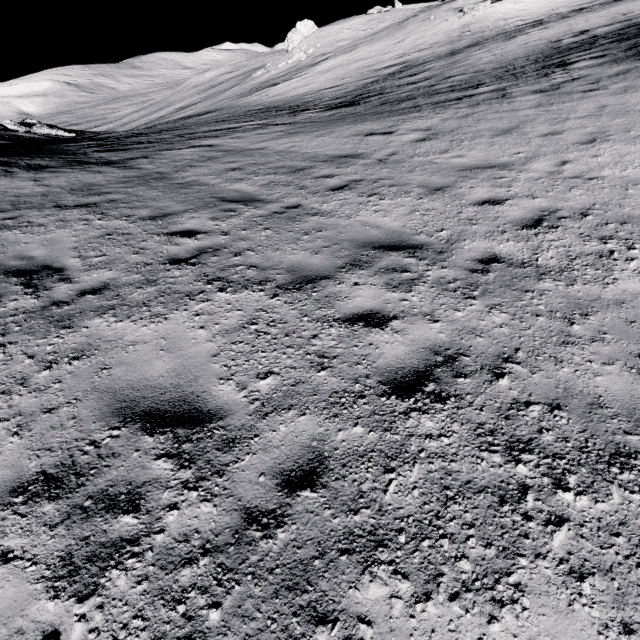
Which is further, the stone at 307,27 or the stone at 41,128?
the stone at 307,27

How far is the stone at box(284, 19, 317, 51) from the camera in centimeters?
4934cm

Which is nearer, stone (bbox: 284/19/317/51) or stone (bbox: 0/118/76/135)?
stone (bbox: 0/118/76/135)

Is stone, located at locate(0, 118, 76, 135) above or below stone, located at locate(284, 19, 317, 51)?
below

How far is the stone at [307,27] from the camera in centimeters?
4934cm

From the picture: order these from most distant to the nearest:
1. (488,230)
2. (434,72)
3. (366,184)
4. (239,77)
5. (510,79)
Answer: (239,77) → (434,72) → (510,79) → (366,184) → (488,230)
